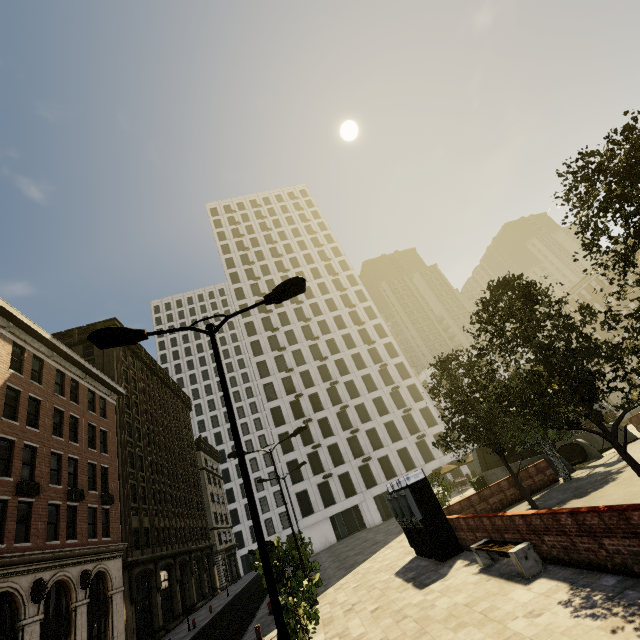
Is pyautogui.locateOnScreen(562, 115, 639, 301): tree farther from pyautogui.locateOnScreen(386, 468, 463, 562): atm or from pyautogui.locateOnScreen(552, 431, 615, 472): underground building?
pyautogui.locateOnScreen(386, 468, 463, 562): atm

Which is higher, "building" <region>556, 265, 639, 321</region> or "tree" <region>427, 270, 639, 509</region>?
"building" <region>556, 265, 639, 321</region>

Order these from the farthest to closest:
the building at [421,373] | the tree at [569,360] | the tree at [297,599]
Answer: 1. the building at [421,373]
2. the tree at [569,360]
3. the tree at [297,599]

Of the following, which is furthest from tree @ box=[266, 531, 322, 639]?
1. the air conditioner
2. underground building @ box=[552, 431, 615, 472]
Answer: the air conditioner

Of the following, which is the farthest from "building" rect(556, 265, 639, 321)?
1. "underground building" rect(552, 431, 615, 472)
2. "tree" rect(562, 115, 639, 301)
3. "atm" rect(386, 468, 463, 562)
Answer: "underground building" rect(552, 431, 615, 472)

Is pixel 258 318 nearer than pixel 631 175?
No

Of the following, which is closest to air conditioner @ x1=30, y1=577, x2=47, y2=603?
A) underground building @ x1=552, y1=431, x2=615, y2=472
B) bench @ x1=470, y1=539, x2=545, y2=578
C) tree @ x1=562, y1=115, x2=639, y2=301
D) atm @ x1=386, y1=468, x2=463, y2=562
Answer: tree @ x1=562, y1=115, x2=639, y2=301

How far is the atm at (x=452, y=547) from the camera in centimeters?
1319cm
